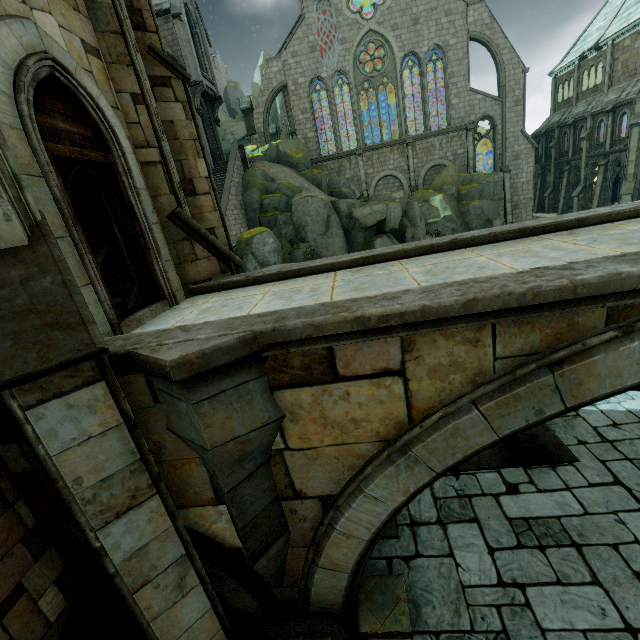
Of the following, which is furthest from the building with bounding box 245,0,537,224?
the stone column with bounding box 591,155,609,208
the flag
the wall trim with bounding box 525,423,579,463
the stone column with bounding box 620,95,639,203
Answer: the stone column with bounding box 620,95,639,203

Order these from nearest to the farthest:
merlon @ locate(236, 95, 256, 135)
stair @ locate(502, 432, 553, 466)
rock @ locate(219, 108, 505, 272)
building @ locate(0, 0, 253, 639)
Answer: building @ locate(0, 0, 253, 639) → stair @ locate(502, 432, 553, 466) → rock @ locate(219, 108, 505, 272) → merlon @ locate(236, 95, 256, 135)

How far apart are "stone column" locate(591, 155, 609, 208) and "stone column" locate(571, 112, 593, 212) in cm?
169

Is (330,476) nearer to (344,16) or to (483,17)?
(344,16)

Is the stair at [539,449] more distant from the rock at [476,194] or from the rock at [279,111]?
the rock at [279,111]

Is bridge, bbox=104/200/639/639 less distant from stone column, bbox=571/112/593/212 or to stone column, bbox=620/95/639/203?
stone column, bbox=620/95/639/203

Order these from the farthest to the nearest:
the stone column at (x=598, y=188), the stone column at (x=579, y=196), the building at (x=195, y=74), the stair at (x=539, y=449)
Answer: the stone column at (x=579, y=196) < the stone column at (x=598, y=188) < the stair at (x=539, y=449) < the building at (x=195, y=74)

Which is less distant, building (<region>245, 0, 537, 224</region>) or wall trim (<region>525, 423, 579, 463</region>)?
wall trim (<region>525, 423, 579, 463</region>)
